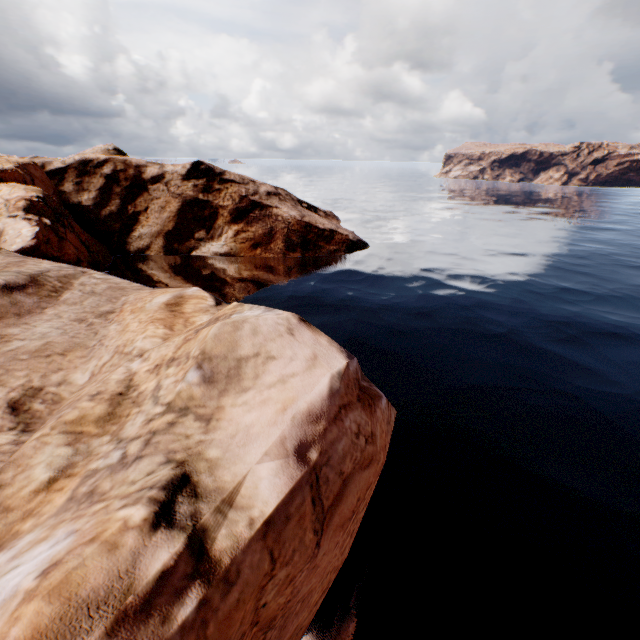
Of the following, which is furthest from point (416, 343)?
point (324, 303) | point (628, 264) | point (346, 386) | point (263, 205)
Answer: point (628, 264)
